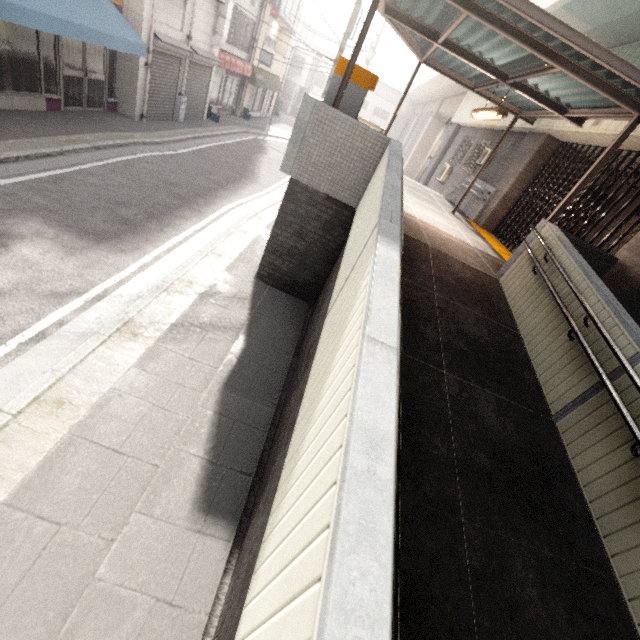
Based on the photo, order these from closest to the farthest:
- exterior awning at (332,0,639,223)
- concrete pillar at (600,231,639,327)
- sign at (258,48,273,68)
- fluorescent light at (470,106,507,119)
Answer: exterior awning at (332,0,639,223)
concrete pillar at (600,231,639,327)
fluorescent light at (470,106,507,119)
sign at (258,48,273,68)

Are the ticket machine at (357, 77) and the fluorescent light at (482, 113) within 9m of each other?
yes

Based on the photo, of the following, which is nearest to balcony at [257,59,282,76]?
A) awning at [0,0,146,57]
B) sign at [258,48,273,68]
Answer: sign at [258,48,273,68]

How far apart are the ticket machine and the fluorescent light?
2.43m

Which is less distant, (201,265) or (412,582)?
(412,582)

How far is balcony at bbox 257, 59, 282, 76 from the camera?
21.5 meters

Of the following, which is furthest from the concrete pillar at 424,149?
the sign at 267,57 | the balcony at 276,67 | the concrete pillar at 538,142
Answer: the concrete pillar at 538,142

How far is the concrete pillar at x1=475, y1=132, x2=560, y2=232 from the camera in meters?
9.5
